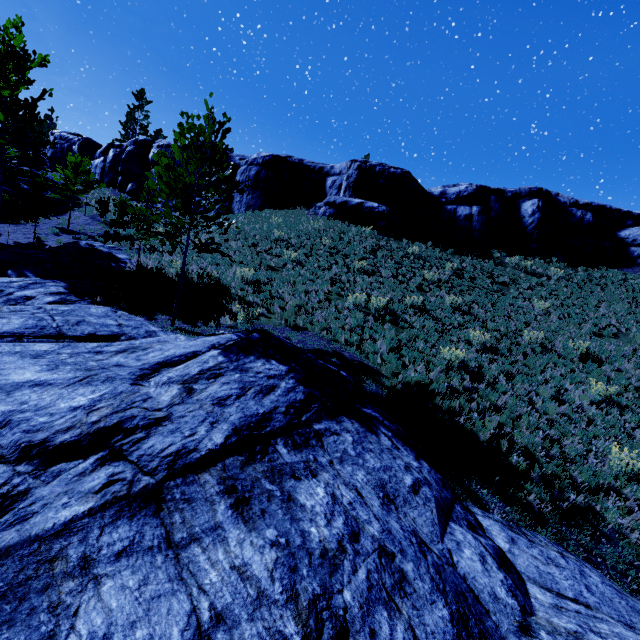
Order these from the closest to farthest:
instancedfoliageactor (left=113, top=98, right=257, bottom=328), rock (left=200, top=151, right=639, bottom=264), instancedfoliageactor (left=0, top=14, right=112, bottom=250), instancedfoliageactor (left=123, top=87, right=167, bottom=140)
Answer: instancedfoliageactor (left=113, top=98, right=257, bottom=328) → instancedfoliageactor (left=0, top=14, right=112, bottom=250) → rock (left=200, top=151, right=639, bottom=264) → instancedfoliageactor (left=123, top=87, right=167, bottom=140)

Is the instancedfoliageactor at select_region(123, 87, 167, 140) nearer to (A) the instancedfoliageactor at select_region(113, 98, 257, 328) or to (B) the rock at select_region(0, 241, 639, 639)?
(A) the instancedfoliageactor at select_region(113, 98, 257, 328)

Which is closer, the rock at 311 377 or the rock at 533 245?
the rock at 311 377

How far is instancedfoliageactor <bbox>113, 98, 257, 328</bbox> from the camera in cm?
869

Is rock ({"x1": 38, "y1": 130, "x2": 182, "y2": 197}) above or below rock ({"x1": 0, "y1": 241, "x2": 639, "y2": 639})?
above

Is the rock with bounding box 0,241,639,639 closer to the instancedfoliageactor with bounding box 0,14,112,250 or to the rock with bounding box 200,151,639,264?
the instancedfoliageactor with bounding box 0,14,112,250

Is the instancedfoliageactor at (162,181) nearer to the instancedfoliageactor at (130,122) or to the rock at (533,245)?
the rock at (533,245)

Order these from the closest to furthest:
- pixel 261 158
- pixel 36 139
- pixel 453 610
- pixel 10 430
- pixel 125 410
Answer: pixel 453 610
pixel 10 430
pixel 125 410
pixel 261 158
pixel 36 139
